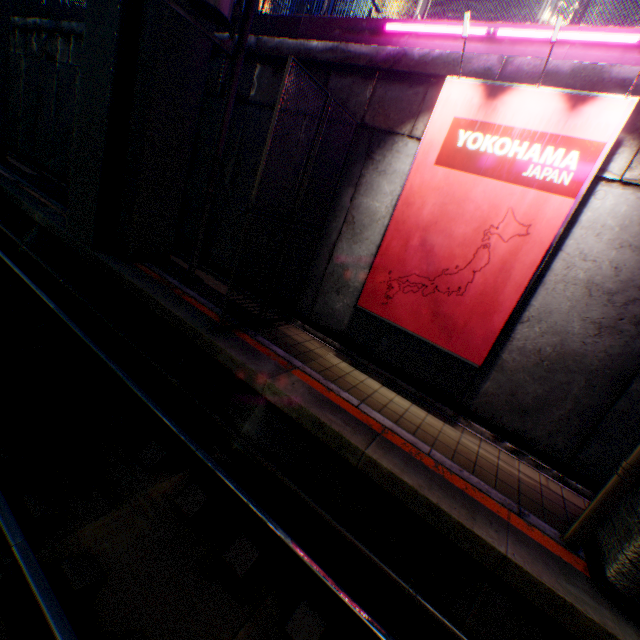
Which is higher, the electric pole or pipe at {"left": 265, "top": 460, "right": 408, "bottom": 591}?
the electric pole

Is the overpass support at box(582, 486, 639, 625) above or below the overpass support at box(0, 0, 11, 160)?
below

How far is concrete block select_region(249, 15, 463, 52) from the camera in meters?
6.4

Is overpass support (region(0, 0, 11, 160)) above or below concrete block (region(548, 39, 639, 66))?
below

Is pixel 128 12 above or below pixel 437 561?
above

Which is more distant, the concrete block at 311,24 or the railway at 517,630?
the concrete block at 311,24

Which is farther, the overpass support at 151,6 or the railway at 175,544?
the overpass support at 151,6
